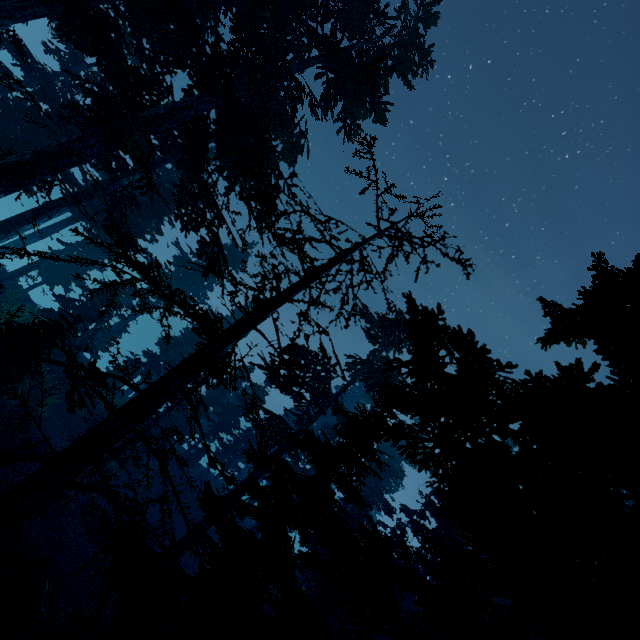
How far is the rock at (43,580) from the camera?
10.2m

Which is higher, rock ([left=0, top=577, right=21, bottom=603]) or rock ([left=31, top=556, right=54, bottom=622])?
rock ([left=31, top=556, right=54, bottom=622])

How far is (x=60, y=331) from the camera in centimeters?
1304cm

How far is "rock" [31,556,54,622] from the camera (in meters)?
10.20

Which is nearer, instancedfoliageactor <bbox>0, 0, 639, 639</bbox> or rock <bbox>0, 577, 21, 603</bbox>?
instancedfoliageactor <bbox>0, 0, 639, 639</bbox>

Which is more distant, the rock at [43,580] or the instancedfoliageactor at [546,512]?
the rock at [43,580]

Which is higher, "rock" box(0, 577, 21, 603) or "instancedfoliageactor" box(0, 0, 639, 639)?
"instancedfoliageactor" box(0, 0, 639, 639)
